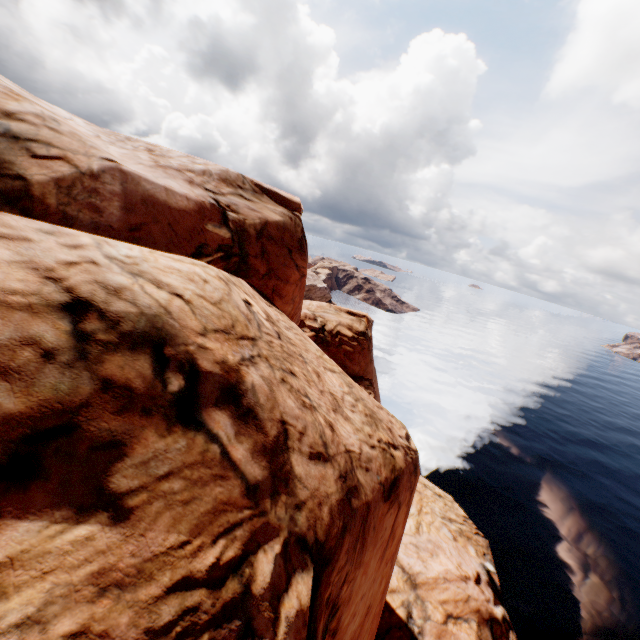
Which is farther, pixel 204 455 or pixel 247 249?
pixel 247 249
